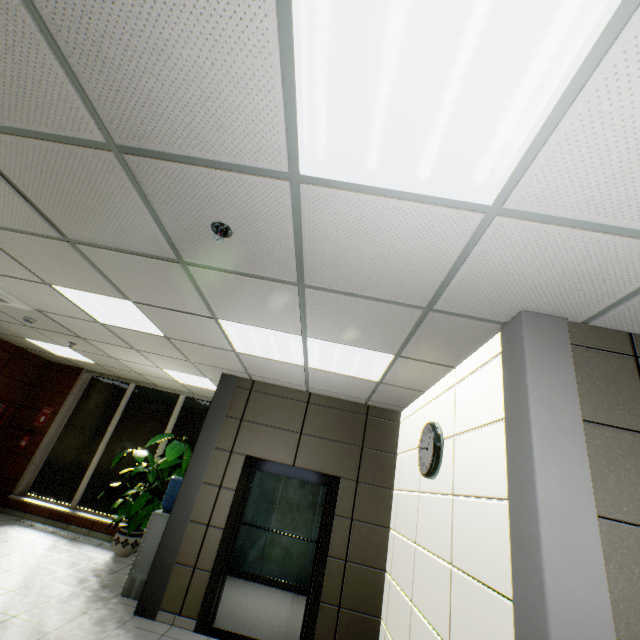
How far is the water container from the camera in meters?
4.5

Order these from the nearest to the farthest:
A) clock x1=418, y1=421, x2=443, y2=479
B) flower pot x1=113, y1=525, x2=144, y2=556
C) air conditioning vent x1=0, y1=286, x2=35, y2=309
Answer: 1. clock x1=418, y1=421, x2=443, y2=479
2. air conditioning vent x1=0, y1=286, x2=35, y2=309
3. flower pot x1=113, y1=525, x2=144, y2=556

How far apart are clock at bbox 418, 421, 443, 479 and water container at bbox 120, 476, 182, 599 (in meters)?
3.79

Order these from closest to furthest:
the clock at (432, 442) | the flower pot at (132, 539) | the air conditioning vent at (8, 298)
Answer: the clock at (432, 442)
the air conditioning vent at (8, 298)
the flower pot at (132, 539)

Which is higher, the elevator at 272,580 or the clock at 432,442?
the clock at 432,442

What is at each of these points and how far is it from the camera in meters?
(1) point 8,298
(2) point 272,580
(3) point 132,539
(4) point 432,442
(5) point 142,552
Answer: (1) air conditioning vent, 4.3
(2) elevator, 6.3
(3) flower pot, 6.0
(4) clock, 3.3
(5) water container, 4.7

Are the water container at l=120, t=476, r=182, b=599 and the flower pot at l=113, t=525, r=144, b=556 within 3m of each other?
yes

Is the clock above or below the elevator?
above
